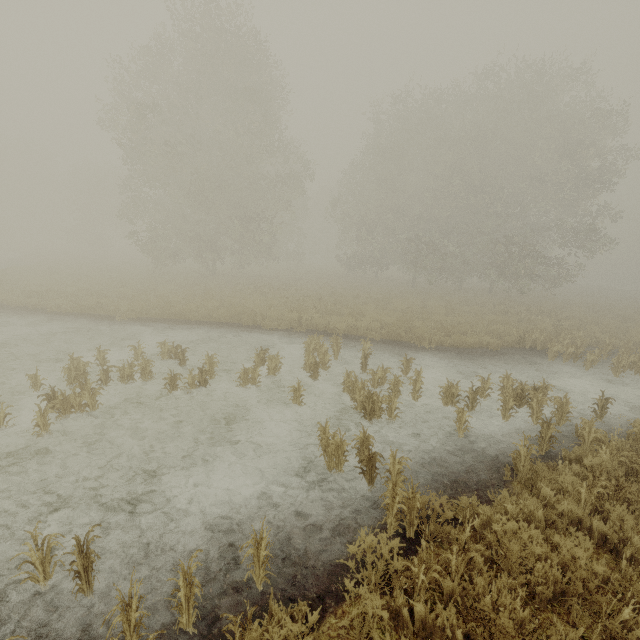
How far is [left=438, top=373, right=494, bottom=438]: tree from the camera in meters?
6.8 m

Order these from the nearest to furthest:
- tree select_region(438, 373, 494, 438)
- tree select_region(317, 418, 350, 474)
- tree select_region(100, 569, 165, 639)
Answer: tree select_region(100, 569, 165, 639), tree select_region(317, 418, 350, 474), tree select_region(438, 373, 494, 438)

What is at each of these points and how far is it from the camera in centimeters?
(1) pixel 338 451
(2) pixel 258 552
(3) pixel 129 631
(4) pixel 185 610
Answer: (1) tree, 552cm
(2) tree, 352cm
(3) tree, 289cm
(4) tree, 314cm

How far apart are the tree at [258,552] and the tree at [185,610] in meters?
0.6 m

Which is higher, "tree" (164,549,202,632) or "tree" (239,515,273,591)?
"tree" (239,515,273,591)

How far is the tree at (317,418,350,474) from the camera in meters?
5.5

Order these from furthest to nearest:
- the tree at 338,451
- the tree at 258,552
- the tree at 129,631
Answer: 1. the tree at 338,451
2. the tree at 258,552
3. the tree at 129,631

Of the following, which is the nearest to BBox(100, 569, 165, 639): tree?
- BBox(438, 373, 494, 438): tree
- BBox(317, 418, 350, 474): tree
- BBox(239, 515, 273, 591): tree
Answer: BBox(239, 515, 273, 591): tree
